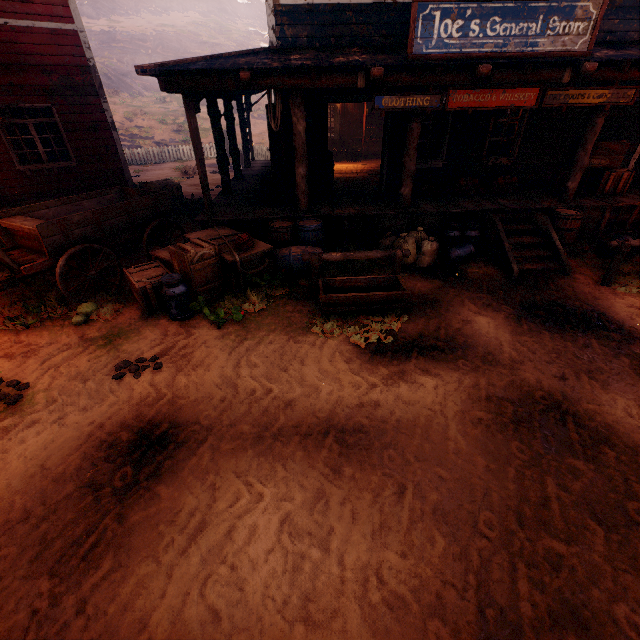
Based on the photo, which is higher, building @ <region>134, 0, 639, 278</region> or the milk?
building @ <region>134, 0, 639, 278</region>

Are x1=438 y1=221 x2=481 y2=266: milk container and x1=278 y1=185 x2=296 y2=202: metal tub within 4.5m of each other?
yes

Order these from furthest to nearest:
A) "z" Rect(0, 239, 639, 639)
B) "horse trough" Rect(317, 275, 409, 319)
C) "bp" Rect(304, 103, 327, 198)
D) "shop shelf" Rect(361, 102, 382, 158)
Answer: "shop shelf" Rect(361, 102, 382, 158), "bp" Rect(304, 103, 327, 198), "horse trough" Rect(317, 275, 409, 319), "z" Rect(0, 239, 639, 639)

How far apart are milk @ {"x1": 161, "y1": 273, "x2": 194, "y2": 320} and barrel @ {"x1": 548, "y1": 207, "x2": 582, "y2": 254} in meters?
8.1 m

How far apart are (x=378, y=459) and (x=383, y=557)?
0.9m

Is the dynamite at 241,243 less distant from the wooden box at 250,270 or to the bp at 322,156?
the wooden box at 250,270

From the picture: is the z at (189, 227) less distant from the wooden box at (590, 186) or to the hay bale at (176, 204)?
the hay bale at (176, 204)

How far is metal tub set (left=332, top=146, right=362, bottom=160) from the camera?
14.5 meters
